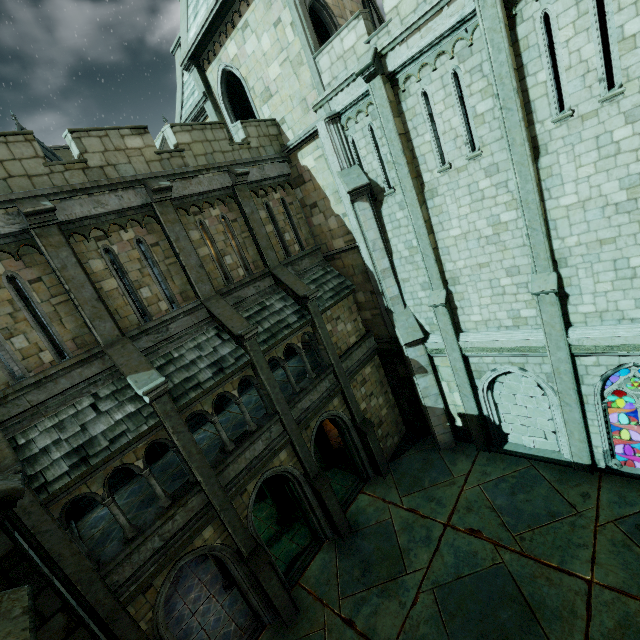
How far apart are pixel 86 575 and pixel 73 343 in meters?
5.5 m

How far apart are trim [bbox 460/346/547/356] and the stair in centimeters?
448cm

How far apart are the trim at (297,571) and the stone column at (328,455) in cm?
365

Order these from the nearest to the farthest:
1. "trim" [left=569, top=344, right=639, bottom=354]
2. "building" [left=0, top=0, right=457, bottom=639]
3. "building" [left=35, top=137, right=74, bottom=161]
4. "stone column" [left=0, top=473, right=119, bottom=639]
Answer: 1. "stone column" [left=0, top=473, right=119, bottom=639]
2. "building" [left=0, top=0, right=457, bottom=639]
3. "trim" [left=569, top=344, right=639, bottom=354]
4. "building" [left=35, top=137, right=74, bottom=161]

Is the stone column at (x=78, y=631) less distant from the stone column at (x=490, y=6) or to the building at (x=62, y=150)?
the building at (x=62, y=150)

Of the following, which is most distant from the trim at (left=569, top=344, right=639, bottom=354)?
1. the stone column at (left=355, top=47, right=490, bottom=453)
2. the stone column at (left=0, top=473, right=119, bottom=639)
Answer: the stone column at (left=0, top=473, right=119, bottom=639)

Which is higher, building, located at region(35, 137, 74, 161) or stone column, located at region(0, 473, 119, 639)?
building, located at region(35, 137, 74, 161)

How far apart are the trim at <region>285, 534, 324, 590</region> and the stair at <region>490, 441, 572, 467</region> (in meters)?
7.93
